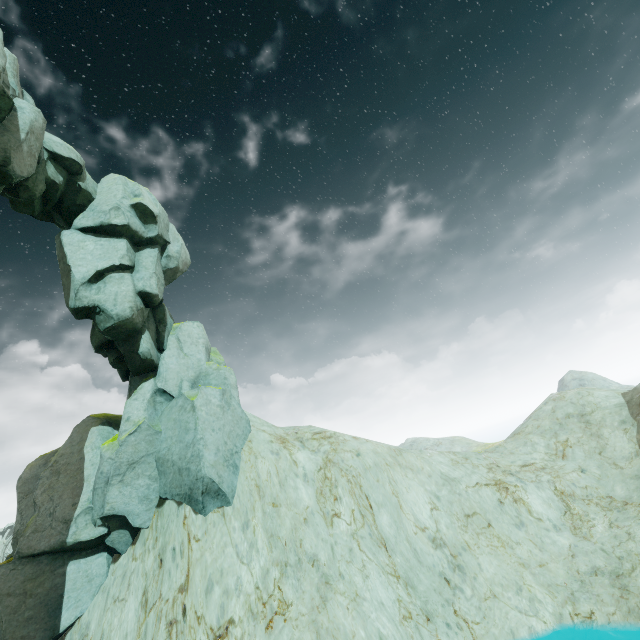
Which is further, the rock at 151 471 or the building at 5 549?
the building at 5 549

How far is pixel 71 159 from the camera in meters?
17.2 m

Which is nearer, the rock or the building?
the rock
